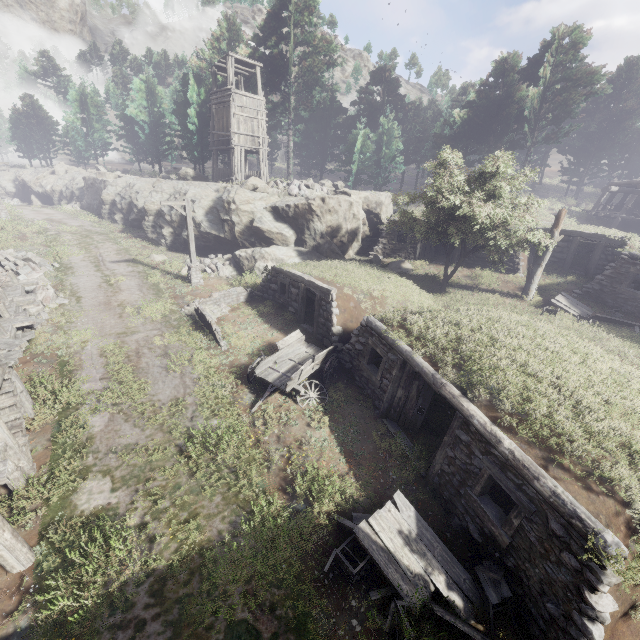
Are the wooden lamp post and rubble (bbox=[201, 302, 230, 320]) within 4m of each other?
yes

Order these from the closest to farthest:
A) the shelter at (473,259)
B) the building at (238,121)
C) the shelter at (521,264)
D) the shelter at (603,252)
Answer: the shelter at (603,252) → the shelter at (521,264) → the shelter at (473,259) → the building at (238,121)

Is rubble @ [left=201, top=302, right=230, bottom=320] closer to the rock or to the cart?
the cart

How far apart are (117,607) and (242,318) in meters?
11.7

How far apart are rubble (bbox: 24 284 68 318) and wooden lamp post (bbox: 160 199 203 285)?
5.70m

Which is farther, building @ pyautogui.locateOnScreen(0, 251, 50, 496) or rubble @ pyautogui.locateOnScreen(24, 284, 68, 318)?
rubble @ pyautogui.locateOnScreen(24, 284, 68, 318)

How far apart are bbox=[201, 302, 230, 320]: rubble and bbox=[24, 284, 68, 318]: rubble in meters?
6.1 m

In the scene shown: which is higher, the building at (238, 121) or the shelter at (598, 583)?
the building at (238, 121)
